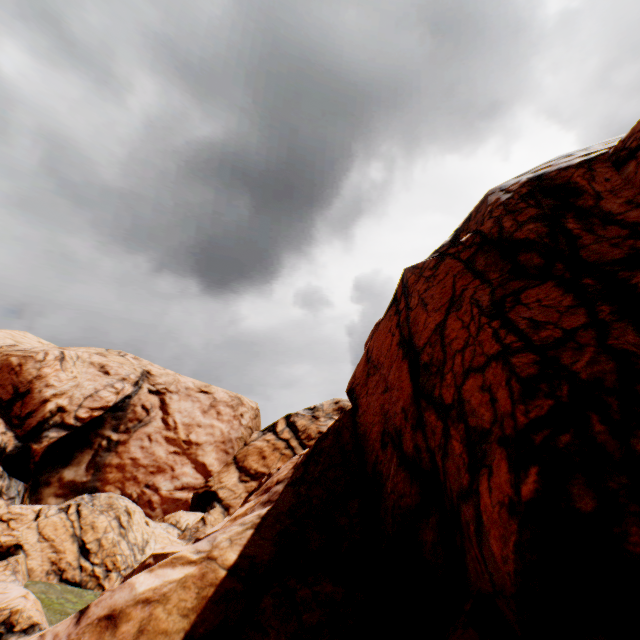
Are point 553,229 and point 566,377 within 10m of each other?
yes
